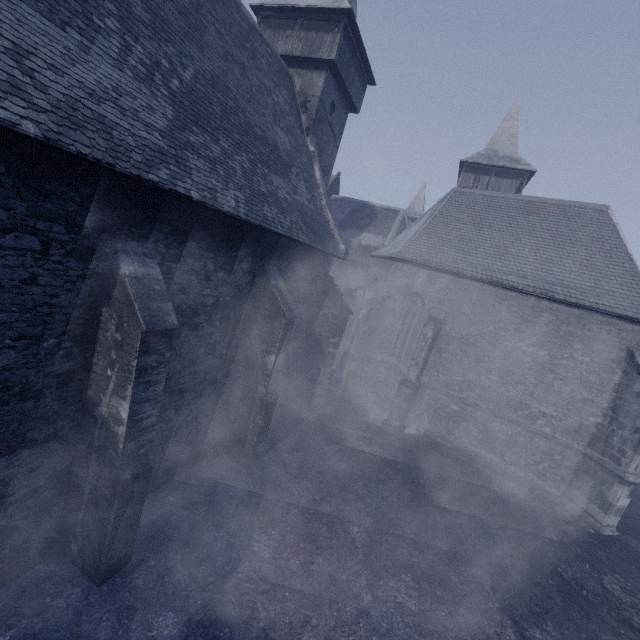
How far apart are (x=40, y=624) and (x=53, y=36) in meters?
8.5
